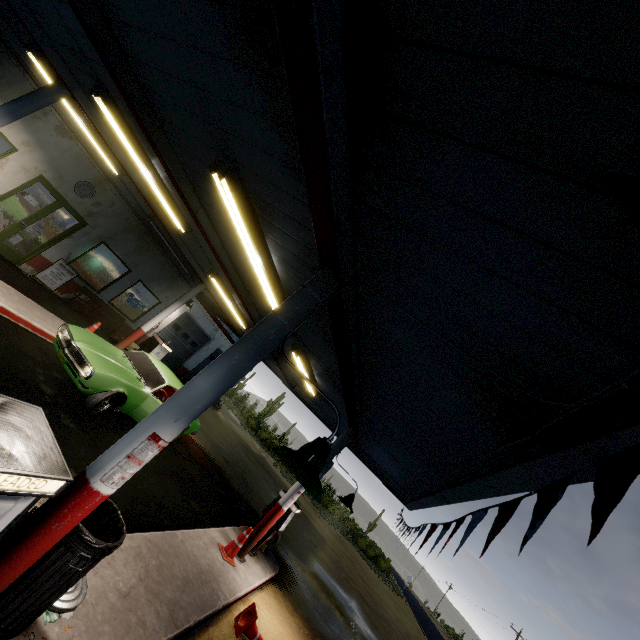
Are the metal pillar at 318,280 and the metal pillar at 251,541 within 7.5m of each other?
yes

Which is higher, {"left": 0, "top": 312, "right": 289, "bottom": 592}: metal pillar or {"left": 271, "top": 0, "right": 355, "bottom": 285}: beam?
{"left": 271, "top": 0, "right": 355, "bottom": 285}: beam

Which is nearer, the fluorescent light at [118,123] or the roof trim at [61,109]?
the fluorescent light at [118,123]

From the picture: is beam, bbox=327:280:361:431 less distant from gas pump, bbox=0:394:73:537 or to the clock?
gas pump, bbox=0:394:73:537

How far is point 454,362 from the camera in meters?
2.9 m

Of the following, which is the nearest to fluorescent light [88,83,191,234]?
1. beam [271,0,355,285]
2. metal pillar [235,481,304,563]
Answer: beam [271,0,355,285]

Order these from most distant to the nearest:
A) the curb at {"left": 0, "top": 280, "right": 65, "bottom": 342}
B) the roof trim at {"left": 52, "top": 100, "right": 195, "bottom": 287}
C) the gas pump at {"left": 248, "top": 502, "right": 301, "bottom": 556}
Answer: the roof trim at {"left": 52, "top": 100, "right": 195, "bottom": 287} < the gas pump at {"left": 248, "top": 502, "right": 301, "bottom": 556} < the curb at {"left": 0, "top": 280, "right": 65, "bottom": 342}

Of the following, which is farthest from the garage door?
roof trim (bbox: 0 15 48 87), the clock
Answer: the clock
